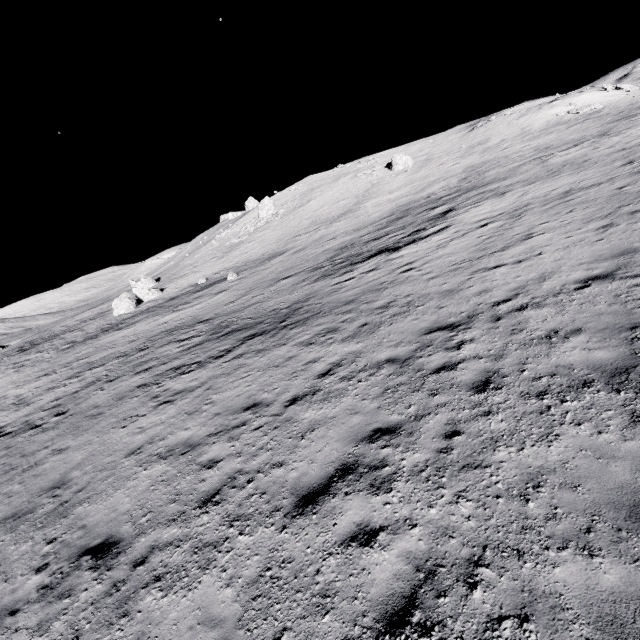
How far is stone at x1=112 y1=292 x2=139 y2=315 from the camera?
38.8m

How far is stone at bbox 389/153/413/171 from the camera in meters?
48.6

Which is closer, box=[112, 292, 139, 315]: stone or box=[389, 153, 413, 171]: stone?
box=[112, 292, 139, 315]: stone

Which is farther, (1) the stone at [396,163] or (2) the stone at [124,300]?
(1) the stone at [396,163]

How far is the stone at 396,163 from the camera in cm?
4856

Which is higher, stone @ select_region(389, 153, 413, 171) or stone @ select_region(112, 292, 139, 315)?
stone @ select_region(389, 153, 413, 171)

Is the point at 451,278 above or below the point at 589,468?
above
